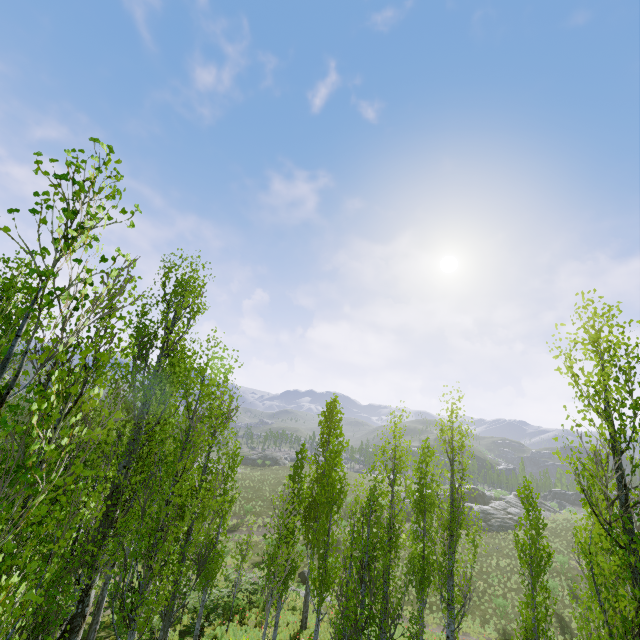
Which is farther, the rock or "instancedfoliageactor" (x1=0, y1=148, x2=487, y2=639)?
the rock

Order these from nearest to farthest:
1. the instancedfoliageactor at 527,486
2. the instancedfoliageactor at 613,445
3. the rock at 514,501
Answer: the instancedfoliageactor at 613,445, the instancedfoliageactor at 527,486, the rock at 514,501

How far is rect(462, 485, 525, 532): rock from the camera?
42.5 meters

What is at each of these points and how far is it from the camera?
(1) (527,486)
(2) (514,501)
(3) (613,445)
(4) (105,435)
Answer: (1) instancedfoliageactor, 12.5m
(2) rock, 51.5m
(3) instancedfoliageactor, 5.5m
(4) instancedfoliageactor, 2.8m

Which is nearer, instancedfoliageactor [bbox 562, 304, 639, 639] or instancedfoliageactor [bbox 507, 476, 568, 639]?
instancedfoliageactor [bbox 562, 304, 639, 639]

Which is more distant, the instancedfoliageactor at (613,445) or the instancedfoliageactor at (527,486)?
the instancedfoliageactor at (527,486)
